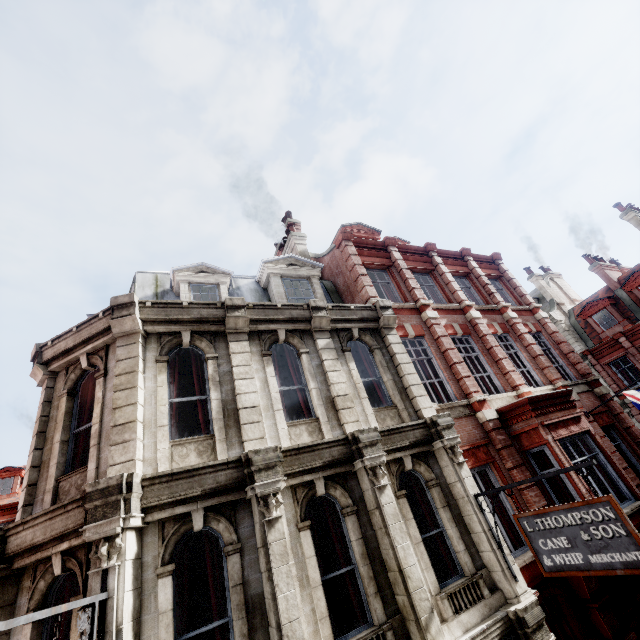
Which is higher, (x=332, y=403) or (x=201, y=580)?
(x=332, y=403)

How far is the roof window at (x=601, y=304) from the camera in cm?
2427

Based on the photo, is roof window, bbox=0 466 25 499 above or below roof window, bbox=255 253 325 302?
above

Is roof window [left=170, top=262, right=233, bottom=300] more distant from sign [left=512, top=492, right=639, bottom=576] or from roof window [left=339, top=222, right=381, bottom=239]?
roof window [left=339, top=222, right=381, bottom=239]

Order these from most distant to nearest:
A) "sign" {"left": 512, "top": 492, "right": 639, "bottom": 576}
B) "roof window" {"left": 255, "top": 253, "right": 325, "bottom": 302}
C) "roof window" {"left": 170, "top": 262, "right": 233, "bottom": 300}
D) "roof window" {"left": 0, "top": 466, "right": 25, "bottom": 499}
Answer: "roof window" {"left": 0, "top": 466, "right": 25, "bottom": 499} < "roof window" {"left": 255, "top": 253, "right": 325, "bottom": 302} < "roof window" {"left": 170, "top": 262, "right": 233, "bottom": 300} < "sign" {"left": 512, "top": 492, "right": 639, "bottom": 576}

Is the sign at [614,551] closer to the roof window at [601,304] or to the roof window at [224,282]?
the roof window at [224,282]

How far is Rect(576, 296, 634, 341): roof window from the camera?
24.3 meters

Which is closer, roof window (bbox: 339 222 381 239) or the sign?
the sign
